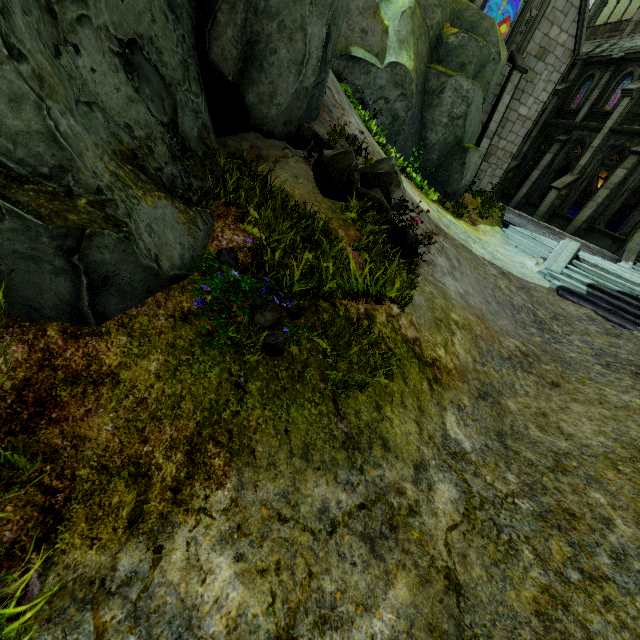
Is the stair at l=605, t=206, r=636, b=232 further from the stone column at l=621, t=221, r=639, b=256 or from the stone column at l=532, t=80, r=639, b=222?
the stone column at l=621, t=221, r=639, b=256

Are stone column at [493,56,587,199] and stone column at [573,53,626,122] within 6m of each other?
yes

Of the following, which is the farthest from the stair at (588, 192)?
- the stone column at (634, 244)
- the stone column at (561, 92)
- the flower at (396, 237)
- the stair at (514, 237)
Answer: the flower at (396, 237)

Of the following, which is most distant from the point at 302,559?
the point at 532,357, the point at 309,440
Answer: the point at 532,357

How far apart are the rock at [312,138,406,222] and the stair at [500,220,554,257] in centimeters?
737cm

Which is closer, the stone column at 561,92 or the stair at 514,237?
the stair at 514,237

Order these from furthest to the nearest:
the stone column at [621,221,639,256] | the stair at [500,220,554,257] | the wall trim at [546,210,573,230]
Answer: the wall trim at [546,210,573,230] → the stone column at [621,221,639,256] → the stair at [500,220,554,257]

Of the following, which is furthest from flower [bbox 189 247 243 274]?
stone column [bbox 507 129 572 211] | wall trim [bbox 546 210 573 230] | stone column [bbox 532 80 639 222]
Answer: stone column [bbox 507 129 572 211]
